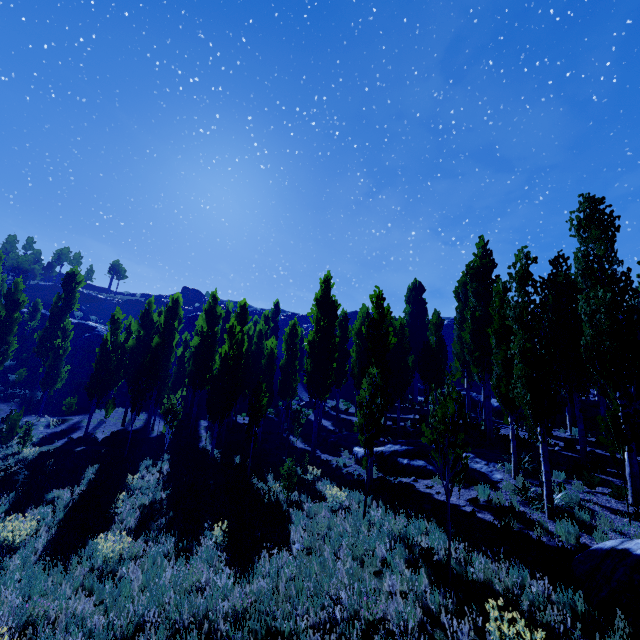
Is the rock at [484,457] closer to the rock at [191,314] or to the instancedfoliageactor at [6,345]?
the instancedfoliageactor at [6,345]

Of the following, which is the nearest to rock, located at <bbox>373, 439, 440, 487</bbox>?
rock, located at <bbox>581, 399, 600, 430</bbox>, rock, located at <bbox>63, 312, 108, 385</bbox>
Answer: rock, located at <bbox>581, 399, 600, 430</bbox>

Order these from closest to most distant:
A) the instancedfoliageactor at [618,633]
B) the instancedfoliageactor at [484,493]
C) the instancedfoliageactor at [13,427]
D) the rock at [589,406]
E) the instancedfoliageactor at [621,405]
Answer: the instancedfoliageactor at [618,633] → the instancedfoliageactor at [621,405] → the instancedfoliageactor at [484,493] → the instancedfoliageactor at [13,427] → the rock at [589,406]

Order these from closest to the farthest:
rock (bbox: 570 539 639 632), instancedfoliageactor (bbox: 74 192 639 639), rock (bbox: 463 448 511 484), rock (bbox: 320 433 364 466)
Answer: rock (bbox: 570 539 639 632) → instancedfoliageactor (bbox: 74 192 639 639) → rock (bbox: 463 448 511 484) → rock (bbox: 320 433 364 466)

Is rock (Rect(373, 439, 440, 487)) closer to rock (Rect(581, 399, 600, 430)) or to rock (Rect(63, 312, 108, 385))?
rock (Rect(581, 399, 600, 430))

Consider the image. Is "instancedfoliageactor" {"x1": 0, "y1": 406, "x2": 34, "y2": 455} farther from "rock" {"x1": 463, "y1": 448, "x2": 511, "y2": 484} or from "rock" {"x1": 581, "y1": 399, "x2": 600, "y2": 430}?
"rock" {"x1": 581, "y1": 399, "x2": 600, "y2": 430}

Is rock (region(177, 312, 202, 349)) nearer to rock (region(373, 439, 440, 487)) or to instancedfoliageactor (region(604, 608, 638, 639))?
instancedfoliageactor (region(604, 608, 638, 639))

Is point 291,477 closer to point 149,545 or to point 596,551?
point 149,545
